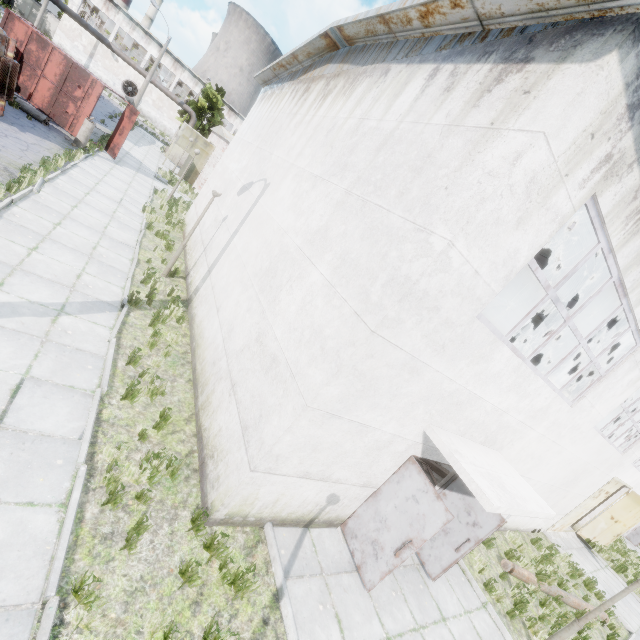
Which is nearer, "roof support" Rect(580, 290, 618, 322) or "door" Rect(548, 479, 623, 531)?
"roof support" Rect(580, 290, 618, 322)

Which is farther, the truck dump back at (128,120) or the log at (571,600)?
the truck dump back at (128,120)

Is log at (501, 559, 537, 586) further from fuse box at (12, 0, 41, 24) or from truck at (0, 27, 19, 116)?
fuse box at (12, 0, 41, 24)

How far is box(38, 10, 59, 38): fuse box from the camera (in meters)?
52.12

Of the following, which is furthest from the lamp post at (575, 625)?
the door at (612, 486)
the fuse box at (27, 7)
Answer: the fuse box at (27, 7)

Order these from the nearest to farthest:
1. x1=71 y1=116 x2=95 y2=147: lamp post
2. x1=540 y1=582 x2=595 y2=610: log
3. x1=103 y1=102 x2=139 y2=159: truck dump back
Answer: x1=540 y1=582 x2=595 y2=610: log < x1=71 y1=116 x2=95 y2=147: lamp post < x1=103 y1=102 x2=139 y2=159: truck dump back

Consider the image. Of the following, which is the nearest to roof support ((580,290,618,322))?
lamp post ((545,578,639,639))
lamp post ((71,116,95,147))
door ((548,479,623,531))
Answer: lamp post ((545,578,639,639))

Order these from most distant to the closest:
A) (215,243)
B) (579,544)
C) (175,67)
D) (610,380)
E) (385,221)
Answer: (175,67) < (579,544) < (215,243) < (610,380) < (385,221)
